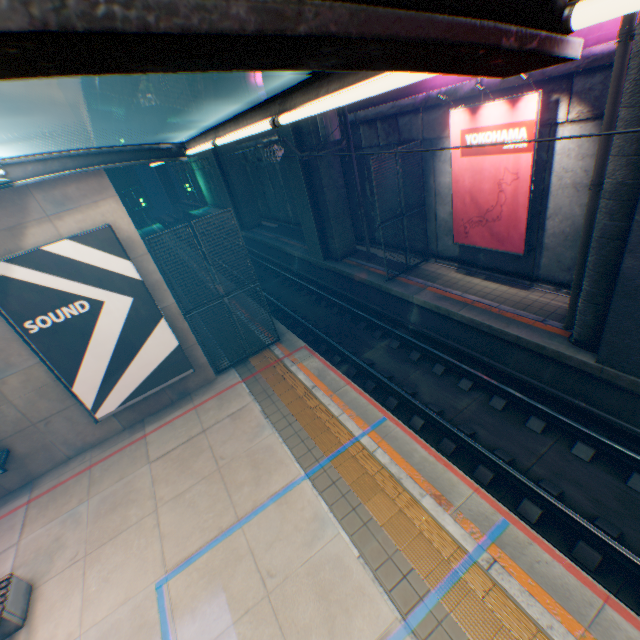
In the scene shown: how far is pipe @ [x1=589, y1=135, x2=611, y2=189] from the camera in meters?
6.5 m

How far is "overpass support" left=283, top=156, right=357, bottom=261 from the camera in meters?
15.0 m

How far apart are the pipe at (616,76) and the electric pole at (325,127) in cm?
814

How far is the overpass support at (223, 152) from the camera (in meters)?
24.98

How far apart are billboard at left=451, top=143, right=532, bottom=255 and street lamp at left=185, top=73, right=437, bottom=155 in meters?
8.1

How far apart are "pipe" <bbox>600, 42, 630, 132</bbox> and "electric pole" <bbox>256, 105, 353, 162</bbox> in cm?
814

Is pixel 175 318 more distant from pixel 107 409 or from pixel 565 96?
pixel 565 96

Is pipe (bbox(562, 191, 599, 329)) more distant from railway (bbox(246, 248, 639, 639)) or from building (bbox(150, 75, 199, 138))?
building (bbox(150, 75, 199, 138))
